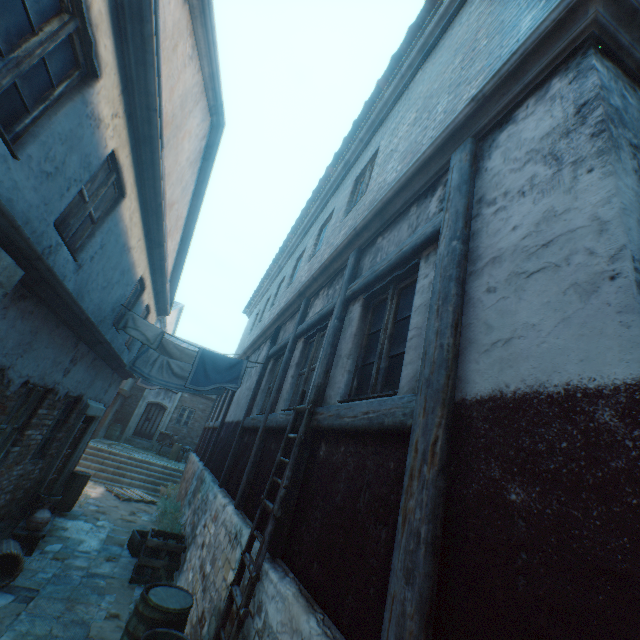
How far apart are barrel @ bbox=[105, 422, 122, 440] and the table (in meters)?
15.18

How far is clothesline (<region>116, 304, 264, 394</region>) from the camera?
7.0 meters

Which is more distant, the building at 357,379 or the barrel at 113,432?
the barrel at 113,432

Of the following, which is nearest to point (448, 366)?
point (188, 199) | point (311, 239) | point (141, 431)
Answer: point (311, 239)

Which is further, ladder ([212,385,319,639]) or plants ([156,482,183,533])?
plants ([156,482,183,533])

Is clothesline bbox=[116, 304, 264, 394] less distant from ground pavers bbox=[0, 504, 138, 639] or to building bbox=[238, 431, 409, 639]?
building bbox=[238, 431, 409, 639]

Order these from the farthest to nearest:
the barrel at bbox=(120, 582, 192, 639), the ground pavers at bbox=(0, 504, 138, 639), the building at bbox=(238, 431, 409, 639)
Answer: the ground pavers at bbox=(0, 504, 138, 639) < the barrel at bbox=(120, 582, 192, 639) < the building at bbox=(238, 431, 409, 639)

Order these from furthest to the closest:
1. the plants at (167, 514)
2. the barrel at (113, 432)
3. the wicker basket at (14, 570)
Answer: the barrel at (113, 432) → the plants at (167, 514) → the wicker basket at (14, 570)
